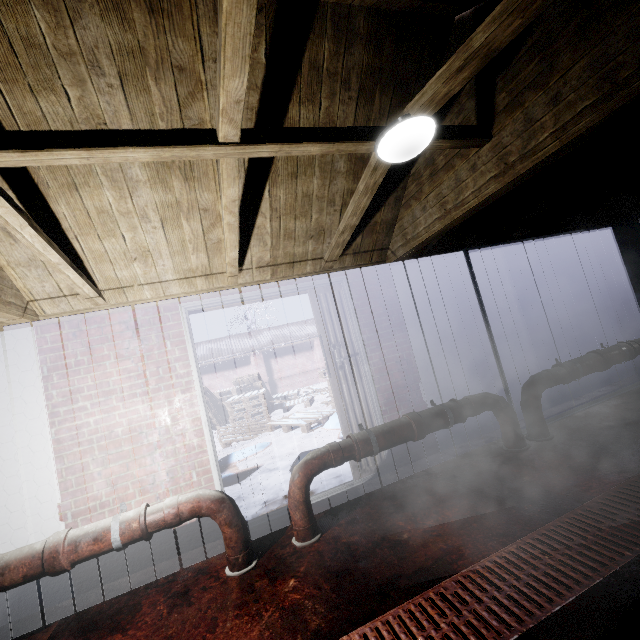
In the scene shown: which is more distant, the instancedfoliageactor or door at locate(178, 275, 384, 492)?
the instancedfoliageactor

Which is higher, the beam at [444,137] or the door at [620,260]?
the beam at [444,137]

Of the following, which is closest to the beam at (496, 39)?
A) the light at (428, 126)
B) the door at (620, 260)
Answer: the light at (428, 126)

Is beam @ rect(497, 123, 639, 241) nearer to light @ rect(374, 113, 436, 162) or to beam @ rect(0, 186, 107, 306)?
beam @ rect(0, 186, 107, 306)

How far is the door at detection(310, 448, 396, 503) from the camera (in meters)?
2.93

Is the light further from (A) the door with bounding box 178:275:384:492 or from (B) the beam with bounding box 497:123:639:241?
(A) the door with bounding box 178:275:384:492

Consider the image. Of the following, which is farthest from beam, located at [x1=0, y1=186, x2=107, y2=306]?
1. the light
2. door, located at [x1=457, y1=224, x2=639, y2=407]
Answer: door, located at [x1=457, y1=224, x2=639, y2=407]

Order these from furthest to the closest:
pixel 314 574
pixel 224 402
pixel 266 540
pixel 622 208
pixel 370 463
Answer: pixel 224 402 < pixel 622 208 < pixel 370 463 < pixel 266 540 < pixel 314 574
